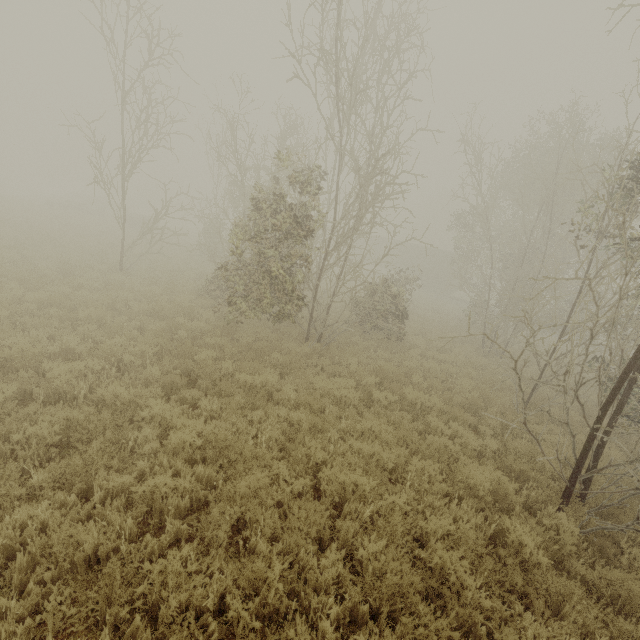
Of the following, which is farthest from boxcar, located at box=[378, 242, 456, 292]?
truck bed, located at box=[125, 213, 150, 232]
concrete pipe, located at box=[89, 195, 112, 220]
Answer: concrete pipe, located at box=[89, 195, 112, 220]

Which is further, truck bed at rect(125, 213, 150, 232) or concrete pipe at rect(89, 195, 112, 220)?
concrete pipe at rect(89, 195, 112, 220)

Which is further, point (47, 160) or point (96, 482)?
point (47, 160)

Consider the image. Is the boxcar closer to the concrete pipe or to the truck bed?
the truck bed

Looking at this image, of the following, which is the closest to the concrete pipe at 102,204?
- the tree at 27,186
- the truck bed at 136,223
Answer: the truck bed at 136,223

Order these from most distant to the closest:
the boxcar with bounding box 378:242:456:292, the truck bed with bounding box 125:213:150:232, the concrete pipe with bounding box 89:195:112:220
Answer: the boxcar with bounding box 378:242:456:292 < the concrete pipe with bounding box 89:195:112:220 < the truck bed with bounding box 125:213:150:232

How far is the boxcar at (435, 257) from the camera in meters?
36.0 m
